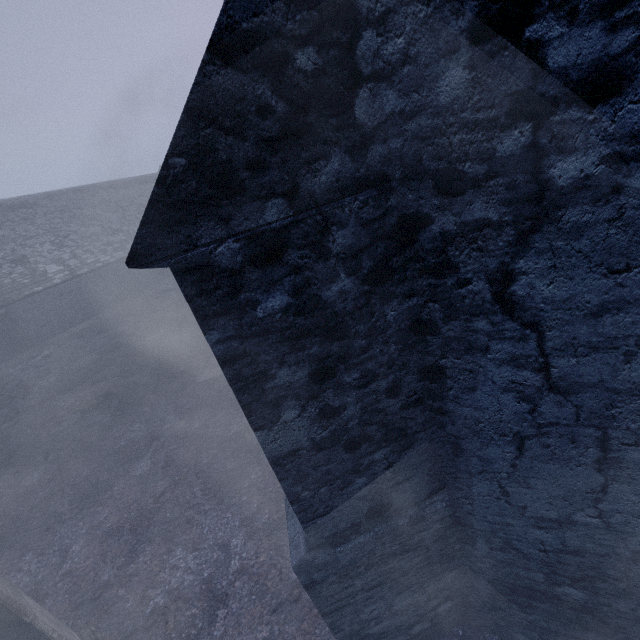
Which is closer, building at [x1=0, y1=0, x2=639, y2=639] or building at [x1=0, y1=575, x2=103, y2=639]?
building at [x1=0, y1=0, x2=639, y2=639]

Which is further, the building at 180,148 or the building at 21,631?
the building at 21,631

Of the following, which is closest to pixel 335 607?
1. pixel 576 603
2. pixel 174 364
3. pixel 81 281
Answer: pixel 576 603
